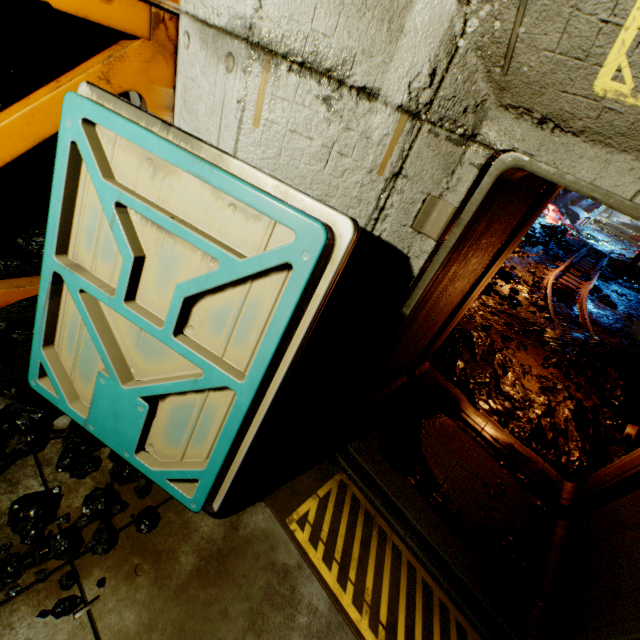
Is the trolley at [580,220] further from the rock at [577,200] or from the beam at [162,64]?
the beam at [162,64]

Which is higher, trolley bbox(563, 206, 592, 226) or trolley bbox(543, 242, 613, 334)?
trolley bbox(563, 206, 592, 226)

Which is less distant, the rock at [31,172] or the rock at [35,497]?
the rock at [35,497]

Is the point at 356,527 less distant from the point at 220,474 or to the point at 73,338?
the point at 220,474

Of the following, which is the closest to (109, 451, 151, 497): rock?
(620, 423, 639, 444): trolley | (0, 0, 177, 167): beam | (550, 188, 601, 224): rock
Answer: (0, 0, 177, 167): beam

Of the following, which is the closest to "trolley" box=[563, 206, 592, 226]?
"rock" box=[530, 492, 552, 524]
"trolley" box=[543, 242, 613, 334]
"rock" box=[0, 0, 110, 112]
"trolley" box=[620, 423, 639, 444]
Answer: "trolley" box=[543, 242, 613, 334]

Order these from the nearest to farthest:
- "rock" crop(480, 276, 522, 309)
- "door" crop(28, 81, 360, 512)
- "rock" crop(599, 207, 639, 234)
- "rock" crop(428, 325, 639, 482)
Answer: "door" crop(28, 81, 360, 512) < "rock" crop(428, 325, 639, 482) < "rock" crop(480, 276, 522, 309) < "rock" crop(599, 207, 639, 234)

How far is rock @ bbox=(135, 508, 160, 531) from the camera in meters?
2.0 m
